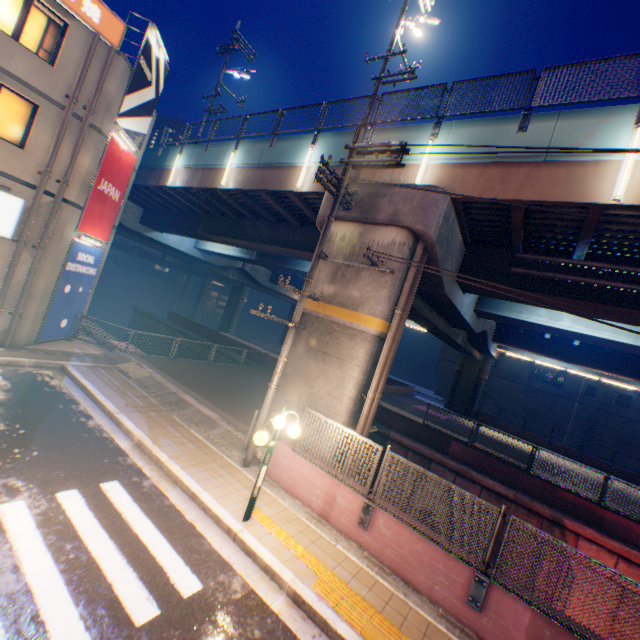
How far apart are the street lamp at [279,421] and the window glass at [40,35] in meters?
14.5 m

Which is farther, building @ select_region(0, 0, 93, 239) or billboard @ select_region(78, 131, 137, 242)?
billboard @ select_region(78, 131, 137, 242)

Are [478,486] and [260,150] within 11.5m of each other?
no

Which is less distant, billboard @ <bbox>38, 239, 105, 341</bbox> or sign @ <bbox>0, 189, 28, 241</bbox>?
sign @ <bbox>0, 189, 28, 241</bbox>

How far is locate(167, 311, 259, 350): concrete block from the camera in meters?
25.4

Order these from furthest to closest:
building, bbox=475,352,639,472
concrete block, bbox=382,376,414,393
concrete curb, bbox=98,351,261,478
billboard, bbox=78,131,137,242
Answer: building, bbox=475,352,639,472 < concrete block, bbox=382,376,414,393 < billboard, bbox=78,131,137,242 < concrete curb, bbox=98,351,261,478

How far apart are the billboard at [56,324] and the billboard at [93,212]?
0.2m

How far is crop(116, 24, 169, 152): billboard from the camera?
13.2 meters
